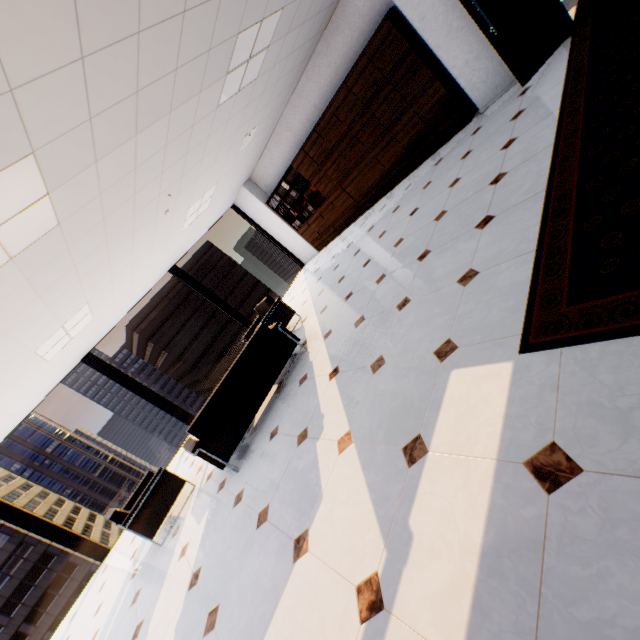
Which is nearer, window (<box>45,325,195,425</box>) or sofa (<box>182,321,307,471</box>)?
sofa (<box>182,321,307,471</box>)

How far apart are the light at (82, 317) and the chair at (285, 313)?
2.66m

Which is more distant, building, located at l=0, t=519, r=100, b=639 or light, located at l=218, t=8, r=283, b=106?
building, located at l=0, t=519, r=100, b=639

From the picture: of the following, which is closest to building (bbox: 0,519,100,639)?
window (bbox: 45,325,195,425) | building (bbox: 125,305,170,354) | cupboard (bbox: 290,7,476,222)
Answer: building (bbox: 125,305,170,354)

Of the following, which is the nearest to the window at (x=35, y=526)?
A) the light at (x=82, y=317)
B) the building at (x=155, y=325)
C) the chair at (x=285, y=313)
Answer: the light at (x=82, y=317)

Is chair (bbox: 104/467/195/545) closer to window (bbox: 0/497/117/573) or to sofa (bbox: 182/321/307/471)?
sofa (bbox: 182/321/307/471)

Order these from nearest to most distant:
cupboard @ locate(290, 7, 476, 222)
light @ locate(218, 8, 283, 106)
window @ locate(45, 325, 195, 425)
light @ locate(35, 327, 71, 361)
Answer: light @ locate(218, 8, 283, 106) → light @ locate(35, 327, 71, 361) → cupboard @ locate(290, 7, 476, 222) → window @ locate(45, 325, 195, 425)

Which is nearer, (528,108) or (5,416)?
(528,108)
